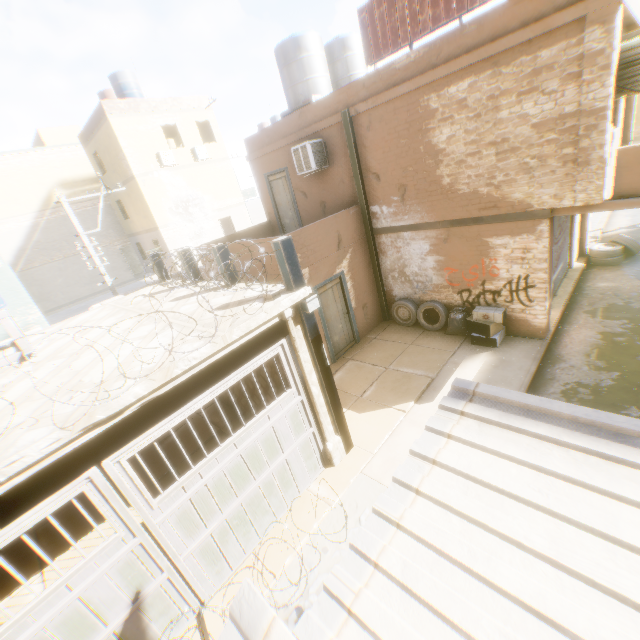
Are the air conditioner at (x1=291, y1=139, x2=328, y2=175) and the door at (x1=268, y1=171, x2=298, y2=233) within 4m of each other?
yes

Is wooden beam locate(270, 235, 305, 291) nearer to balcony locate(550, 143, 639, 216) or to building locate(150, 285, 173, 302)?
building locate(150, 285, 173, 302)

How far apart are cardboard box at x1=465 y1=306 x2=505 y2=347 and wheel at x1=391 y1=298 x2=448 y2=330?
0.4m

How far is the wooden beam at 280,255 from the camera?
4.95m

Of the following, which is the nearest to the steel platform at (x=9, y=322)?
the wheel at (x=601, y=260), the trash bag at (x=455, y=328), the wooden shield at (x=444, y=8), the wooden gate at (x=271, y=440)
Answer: the wooden gate at (x=271, y=440)

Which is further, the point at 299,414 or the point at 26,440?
the point at 299,414

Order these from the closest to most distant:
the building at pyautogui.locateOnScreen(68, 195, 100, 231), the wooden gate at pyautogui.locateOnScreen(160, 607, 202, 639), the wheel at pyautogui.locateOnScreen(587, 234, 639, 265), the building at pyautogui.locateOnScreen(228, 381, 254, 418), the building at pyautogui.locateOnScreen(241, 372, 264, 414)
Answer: the wooden gate at pyautogui.locateOnScreen(160, 607, 202, 639) → the building at pyautogui.locateOnScreen(241, 372, 264, 414) → the building at pyautogui.locateOnScreen(228, 381, 254, 418) → the wheel at pyautogui.locateOnScreen(587, 234, 639, 265) → the building at pyautogui.locateOnScreen(68, 195, 100, 231)

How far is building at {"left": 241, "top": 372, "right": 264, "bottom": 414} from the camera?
7.5m
